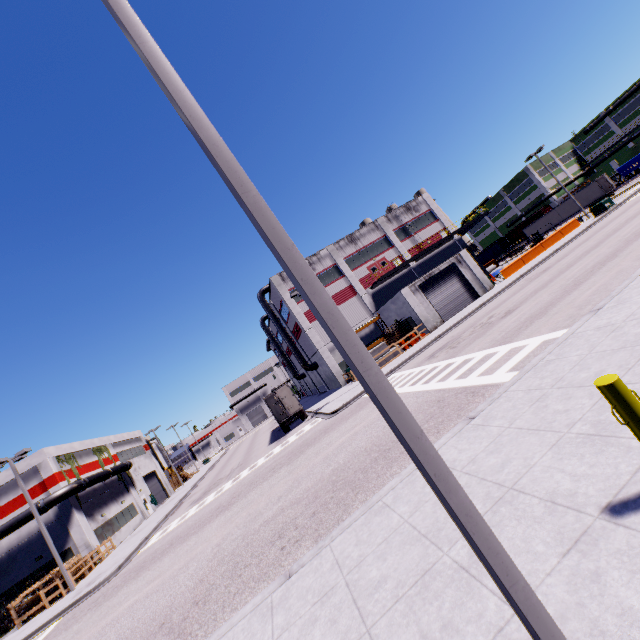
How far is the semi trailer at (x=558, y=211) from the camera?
54.0 meters

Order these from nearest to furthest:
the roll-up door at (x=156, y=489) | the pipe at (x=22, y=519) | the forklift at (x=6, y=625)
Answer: the forklift at (x=6, y=625) < the pipe at (x=22, y=519) < the roll-up door at (x=156, y=489)

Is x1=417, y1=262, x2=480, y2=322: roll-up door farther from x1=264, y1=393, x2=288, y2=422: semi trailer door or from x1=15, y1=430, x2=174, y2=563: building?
x1=264, y1=393, x2=288, y2=422: semi trailer door

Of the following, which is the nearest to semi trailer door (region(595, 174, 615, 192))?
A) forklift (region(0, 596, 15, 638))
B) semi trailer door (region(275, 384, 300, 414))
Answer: semi trailer door (region(275, 384, 300, 414))

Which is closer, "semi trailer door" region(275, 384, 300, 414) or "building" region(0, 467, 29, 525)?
"building" region(0, 467, 29, 525)

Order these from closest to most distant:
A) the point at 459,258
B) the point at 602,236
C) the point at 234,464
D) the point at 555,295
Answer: the point at 555,295
the point at 602,236
the point at 459,258
the point at 234,464

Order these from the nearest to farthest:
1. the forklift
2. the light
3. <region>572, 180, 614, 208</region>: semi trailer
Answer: the light → the forklift → <region>572, 180, 614, 208</region>: semi trailer

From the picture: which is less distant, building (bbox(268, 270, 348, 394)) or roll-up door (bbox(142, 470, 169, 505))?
building (bbox(268, 270, 348, 394))
